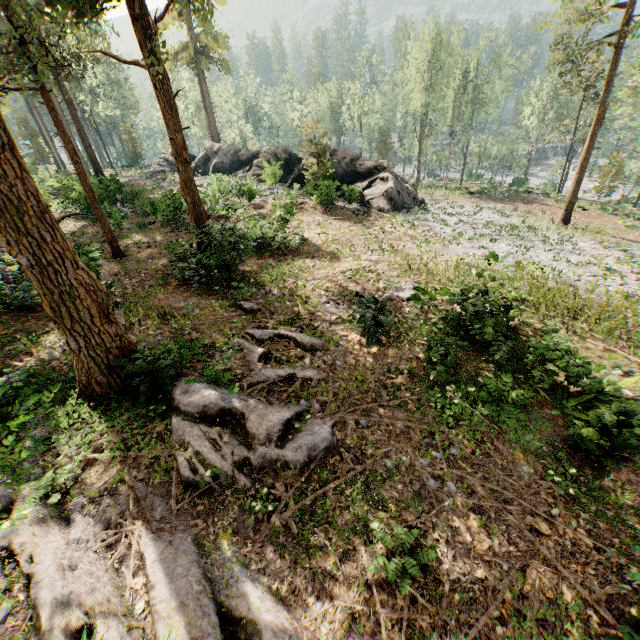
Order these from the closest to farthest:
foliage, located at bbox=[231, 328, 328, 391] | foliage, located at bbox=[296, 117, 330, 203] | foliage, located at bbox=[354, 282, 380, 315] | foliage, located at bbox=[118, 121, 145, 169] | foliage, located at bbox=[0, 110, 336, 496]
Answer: foliage, located at bbox=[0, 110, 336, 496], foliage, located at bbox=[231, 328, 328, 391], foliage, located at bbox=[354, 282, 380, 315], foliage, located at bbox=[296, 117, 330, 203], foliage, located at bbox=[118, 121, 145, 169]

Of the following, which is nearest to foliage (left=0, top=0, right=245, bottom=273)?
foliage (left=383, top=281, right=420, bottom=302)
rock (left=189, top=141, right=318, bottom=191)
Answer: rock (left=189, top=141, right=318, bottom=191)

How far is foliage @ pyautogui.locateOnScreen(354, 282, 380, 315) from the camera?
10.0m

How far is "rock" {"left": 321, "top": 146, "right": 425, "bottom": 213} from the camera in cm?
2548

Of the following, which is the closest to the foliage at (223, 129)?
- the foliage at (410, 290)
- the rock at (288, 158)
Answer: the rock at (288, 158)

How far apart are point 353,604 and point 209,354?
7.63m
